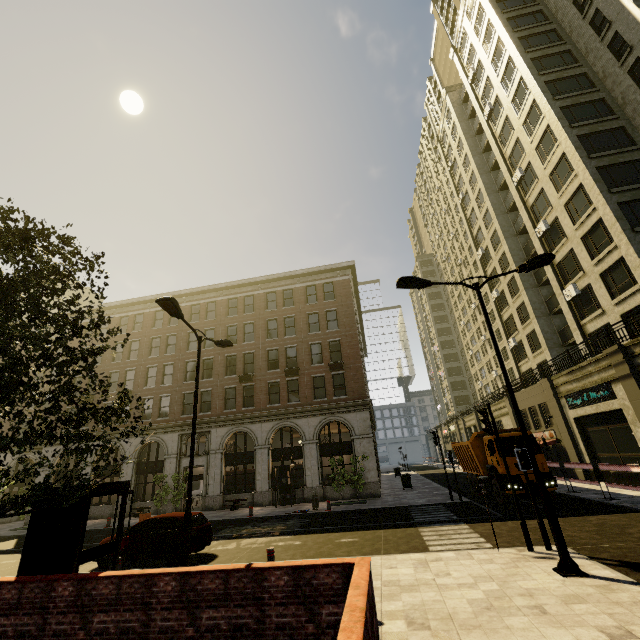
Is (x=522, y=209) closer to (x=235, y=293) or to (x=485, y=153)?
(x=485, y=153)

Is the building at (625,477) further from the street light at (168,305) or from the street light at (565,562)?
the street light at (168,305)

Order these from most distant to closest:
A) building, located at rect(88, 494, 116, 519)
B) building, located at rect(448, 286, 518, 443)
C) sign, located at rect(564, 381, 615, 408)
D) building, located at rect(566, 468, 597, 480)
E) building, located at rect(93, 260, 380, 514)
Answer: building, located at rect(448, 286, 518, 443), building, located at rect(88, 494, 116, 519), building, located at rect(93, 260, 380, 514), building, located at rect(566, 468, 597, 480), sign, located at rect(564, 381, 615, 408)

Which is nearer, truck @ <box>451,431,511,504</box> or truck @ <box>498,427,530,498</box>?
truck @ <box>498,427,530,498</box>

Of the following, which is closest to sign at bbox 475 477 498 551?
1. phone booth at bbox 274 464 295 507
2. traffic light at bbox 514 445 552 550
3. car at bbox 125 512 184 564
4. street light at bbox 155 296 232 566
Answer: traffic light at bbox 514 445 552 550

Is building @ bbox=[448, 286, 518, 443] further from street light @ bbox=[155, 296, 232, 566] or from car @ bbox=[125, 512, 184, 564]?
street light @ bbox=[155, 296, 232, 566]

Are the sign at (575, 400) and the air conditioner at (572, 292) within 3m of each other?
no

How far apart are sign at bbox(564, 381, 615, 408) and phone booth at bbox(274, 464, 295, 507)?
20.2m
